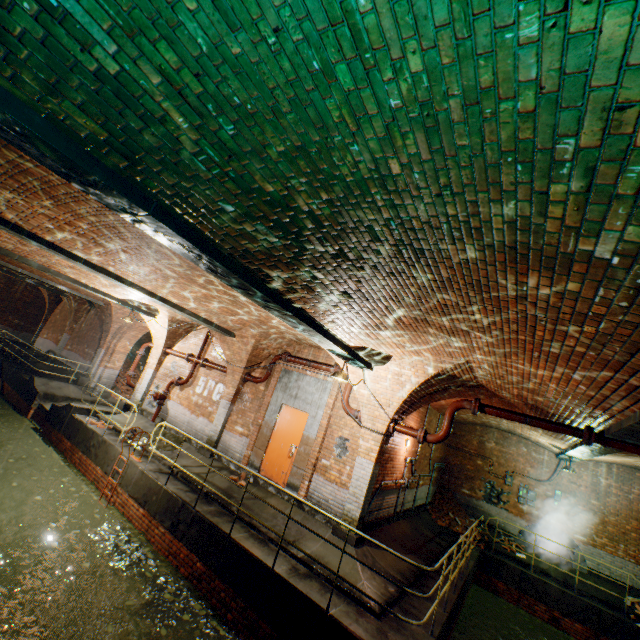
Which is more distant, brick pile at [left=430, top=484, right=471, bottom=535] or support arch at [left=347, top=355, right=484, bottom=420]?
brick pile at [left=430, top=484, right=471, bottom=535]

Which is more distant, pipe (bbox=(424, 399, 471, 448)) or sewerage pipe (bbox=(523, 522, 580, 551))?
sewerage pipe (bbox=(523, 522, 580, 551))

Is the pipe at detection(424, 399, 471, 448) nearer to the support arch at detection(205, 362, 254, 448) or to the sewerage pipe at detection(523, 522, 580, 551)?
the support arch at detection(205, 362, 254, 448)

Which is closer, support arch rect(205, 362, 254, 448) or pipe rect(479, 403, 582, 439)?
pipe rect(479, 403, 582, 439)

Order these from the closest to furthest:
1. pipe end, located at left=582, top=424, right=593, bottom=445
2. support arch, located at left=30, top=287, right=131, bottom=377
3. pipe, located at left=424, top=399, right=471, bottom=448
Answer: pipe end, located at left=582, top=424, right=593, bottom=445, pipe, located at left=424, top=399, right=471, bottom=448, support arch, located at left=30, top=287, right=131, bottom=377

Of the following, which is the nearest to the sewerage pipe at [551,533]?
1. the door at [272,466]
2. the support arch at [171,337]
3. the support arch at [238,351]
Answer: the door at [272,466]

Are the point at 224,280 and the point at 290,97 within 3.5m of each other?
yes

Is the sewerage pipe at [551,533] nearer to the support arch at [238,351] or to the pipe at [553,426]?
the pipe at [553,426]
